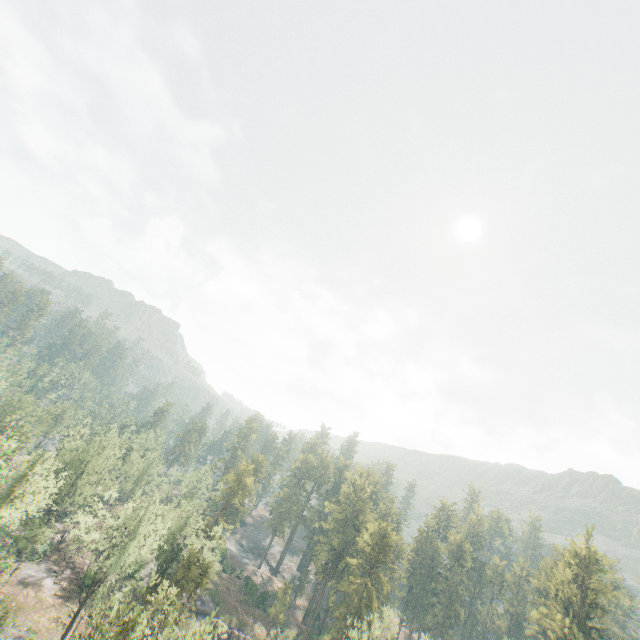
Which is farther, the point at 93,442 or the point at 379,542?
the point at 379,542

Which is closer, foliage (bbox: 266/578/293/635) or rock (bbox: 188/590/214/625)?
rock (bbox: 188/590/214/625)

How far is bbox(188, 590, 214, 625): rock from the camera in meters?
54.9 m

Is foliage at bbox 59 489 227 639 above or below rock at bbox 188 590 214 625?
above

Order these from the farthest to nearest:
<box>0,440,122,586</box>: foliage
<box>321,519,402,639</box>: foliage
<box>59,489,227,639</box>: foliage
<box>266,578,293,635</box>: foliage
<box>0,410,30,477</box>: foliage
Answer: <box>266,578,293,635</box>: foliage < <box>0,410,30,477</box>: foliage < <box>0,440,122,586</box>: foliage < <box>321,519,402,639</box>: foliage < <box>59,489,227,639</box>: foliage

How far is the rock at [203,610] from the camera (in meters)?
54.94

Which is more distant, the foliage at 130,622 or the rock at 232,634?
the rock at 232,634
